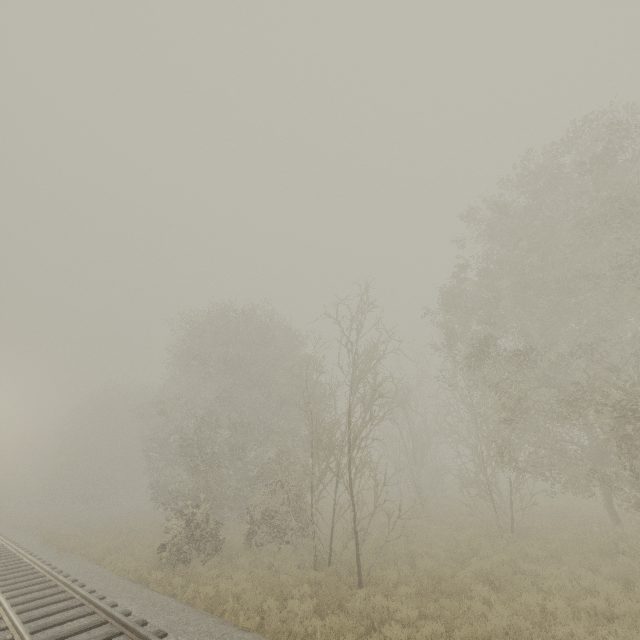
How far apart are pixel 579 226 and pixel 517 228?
2.3 meters
